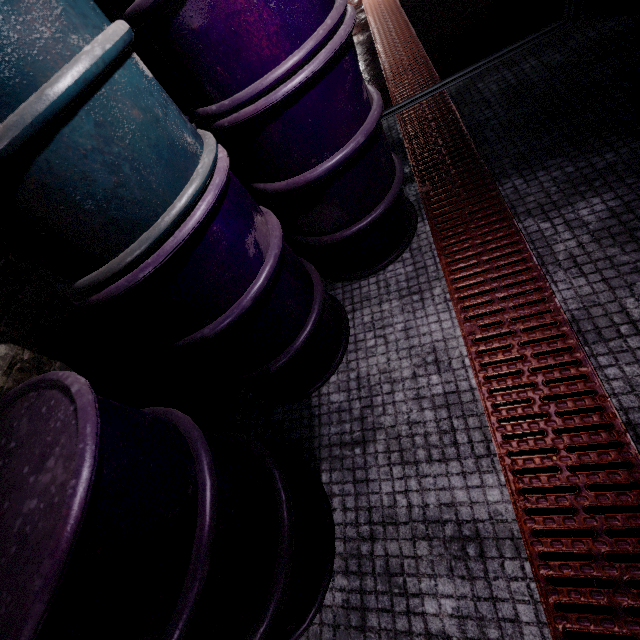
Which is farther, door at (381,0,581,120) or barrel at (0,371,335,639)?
door at (381,0,581,120)

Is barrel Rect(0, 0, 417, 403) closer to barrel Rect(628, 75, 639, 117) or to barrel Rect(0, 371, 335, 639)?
barrel Rect(0, 371, 335, 639)

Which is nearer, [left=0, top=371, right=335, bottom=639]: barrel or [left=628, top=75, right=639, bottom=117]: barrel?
[left=0, top=371, right=335, bottom=639]: barrel

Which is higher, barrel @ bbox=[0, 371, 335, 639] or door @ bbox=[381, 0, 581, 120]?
barrel @ bbox=[0, 371, 335, 639]

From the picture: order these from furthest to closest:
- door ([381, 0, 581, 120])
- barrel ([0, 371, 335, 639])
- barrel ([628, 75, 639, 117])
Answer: door ([381, 0, 581, 120]) < barrel ([628, 75, 639, 117]) < barrel ([0, 371, 335, 639])

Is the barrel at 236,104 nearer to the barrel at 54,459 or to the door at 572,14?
the barrel at 54,459

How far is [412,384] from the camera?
1.4m

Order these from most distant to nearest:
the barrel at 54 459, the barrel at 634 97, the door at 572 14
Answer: the door at 572 14 < the barrel at 634 97 < the barrel at 54 459
